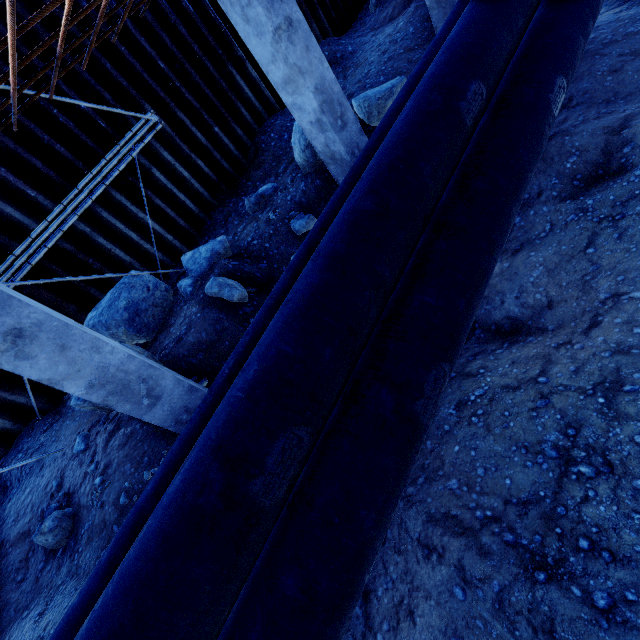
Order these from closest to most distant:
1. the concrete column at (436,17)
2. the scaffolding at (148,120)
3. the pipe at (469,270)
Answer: the pipe at (469,270) → the scaffolding at (148,120) → the concrete column at (436,17)

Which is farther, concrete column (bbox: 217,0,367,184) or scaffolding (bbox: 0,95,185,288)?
scaffolding (bbox: 0,95,185,288)

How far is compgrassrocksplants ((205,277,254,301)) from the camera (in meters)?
5.49

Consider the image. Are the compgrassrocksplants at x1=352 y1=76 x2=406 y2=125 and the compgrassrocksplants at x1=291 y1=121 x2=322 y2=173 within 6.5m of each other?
yes

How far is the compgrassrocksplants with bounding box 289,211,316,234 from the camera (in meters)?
6.41

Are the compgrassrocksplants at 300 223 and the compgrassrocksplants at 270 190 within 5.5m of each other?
yes

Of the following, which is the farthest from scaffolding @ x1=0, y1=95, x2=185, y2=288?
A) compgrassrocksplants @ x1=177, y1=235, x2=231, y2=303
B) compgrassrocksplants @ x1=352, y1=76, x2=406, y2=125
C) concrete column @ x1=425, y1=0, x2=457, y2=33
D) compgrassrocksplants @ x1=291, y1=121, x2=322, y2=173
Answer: concrete column @ x1=425, y1=0, x2=457, y2=33

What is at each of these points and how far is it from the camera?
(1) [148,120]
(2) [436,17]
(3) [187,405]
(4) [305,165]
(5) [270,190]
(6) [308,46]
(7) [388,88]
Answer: (1) scaffolding, 5.9 meters
(2) concrete column, 7.3 meters
(3) concrete column, 4.1 meters
(4) compgrassrocksplants, 6.9 meters
(5) compgrassrocksplants, 7.4 meters
(6) concrete column, 4.6 meters
(7) compgrassrocksplants, 6.4 meters
